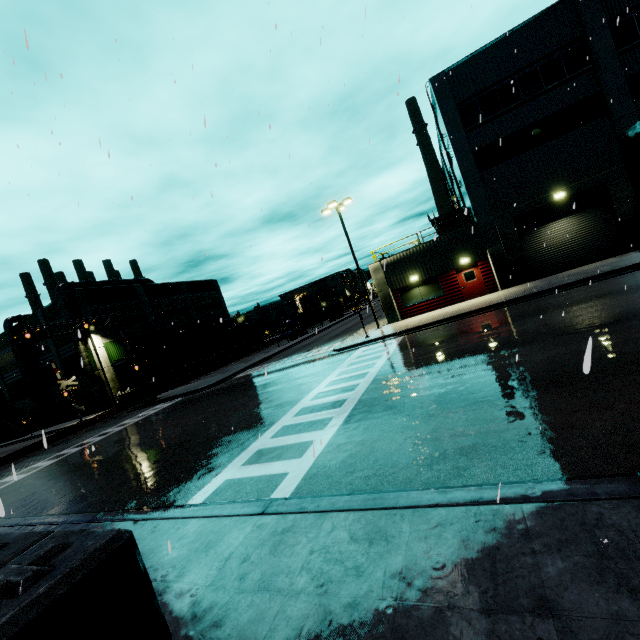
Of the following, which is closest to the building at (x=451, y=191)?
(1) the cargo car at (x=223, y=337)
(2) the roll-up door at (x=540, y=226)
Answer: (2) the roll-up door at (x=540, y=226)

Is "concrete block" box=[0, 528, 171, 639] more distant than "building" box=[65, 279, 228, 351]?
No

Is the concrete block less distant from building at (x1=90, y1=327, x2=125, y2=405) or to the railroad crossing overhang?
building at (x1=90, y1=327, x2=125, y2=405)

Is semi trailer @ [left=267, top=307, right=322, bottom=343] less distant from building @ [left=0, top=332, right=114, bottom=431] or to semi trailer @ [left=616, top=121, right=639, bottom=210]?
building @ [left=0, top=332, right=114, bottom=431]

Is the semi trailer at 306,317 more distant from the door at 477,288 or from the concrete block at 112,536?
the concrete block at 112,536

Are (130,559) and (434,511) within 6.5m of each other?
yes

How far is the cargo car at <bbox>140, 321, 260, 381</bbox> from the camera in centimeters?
3894cm
